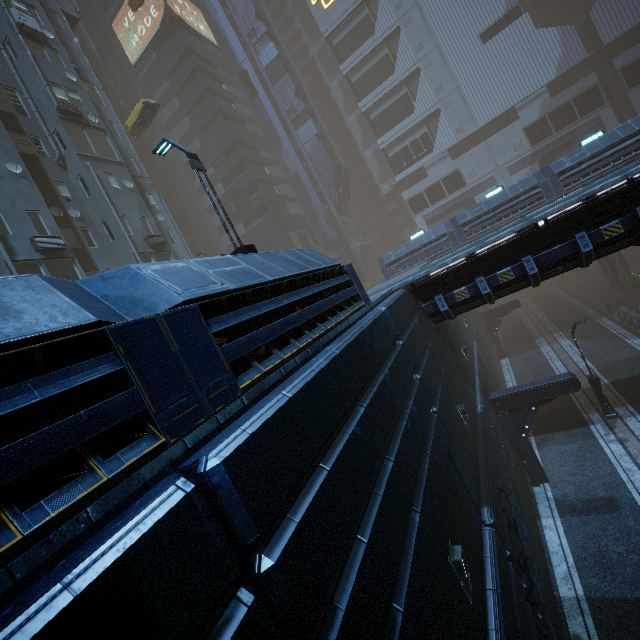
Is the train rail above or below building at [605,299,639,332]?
below

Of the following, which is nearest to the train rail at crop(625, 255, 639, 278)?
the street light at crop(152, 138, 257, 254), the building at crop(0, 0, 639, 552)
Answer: the building at crop(0, 0, 639, 552)

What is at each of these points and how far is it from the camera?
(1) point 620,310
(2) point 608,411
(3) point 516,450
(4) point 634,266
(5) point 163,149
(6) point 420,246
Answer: (1) building, 27.83m
(2) street light, 17.39m
(3) building, 15.62m
(4) train rail, 41.31m
(5) street light, 9.53m
(6) building, 24.20m

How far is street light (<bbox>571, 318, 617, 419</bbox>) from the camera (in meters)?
17.27

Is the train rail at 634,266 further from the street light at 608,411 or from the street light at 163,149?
the street light at 163,149

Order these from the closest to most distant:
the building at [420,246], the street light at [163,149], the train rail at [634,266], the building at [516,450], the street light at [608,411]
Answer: the building at [516,450]
the building at [420,246]
the street light at [163,149]
the street light at [608,411]
the train rail at [634,266]

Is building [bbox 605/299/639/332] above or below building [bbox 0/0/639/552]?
below

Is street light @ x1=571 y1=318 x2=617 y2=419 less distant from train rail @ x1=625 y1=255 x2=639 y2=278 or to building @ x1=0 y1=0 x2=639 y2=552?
building @ x1=0 y1=0 x2=639 y2=552
